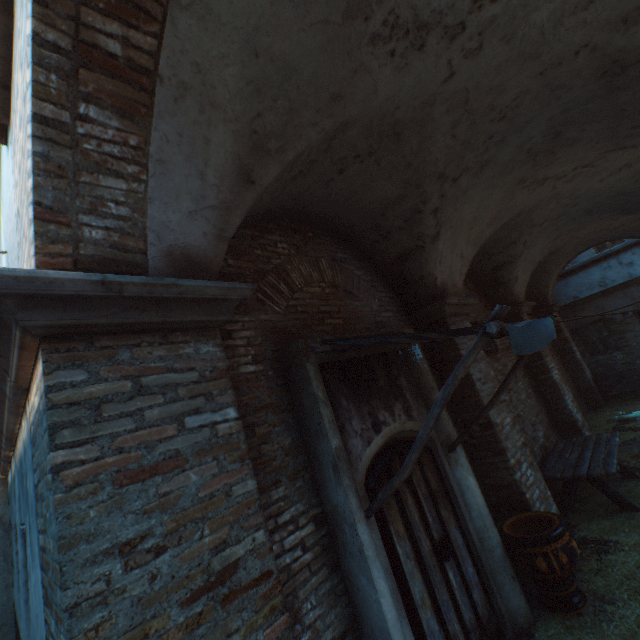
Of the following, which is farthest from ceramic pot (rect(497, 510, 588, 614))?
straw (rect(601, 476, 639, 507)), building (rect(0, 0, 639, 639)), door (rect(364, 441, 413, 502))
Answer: building (rect(0, 0, 639, 639))

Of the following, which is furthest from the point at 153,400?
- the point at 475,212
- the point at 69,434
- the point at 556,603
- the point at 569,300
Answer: the point at 569,300

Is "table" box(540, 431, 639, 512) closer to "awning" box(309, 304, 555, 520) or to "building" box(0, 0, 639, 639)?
"awning" box(309, 304, 555, 520)

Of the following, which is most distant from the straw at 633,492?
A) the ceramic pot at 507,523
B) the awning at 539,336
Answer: the awning at 539,336

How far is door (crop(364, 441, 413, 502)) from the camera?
3.14m

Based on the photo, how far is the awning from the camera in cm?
209

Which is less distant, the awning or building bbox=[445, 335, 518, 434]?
the awning

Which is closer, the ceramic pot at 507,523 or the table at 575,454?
the ceramic pot at 507,523
